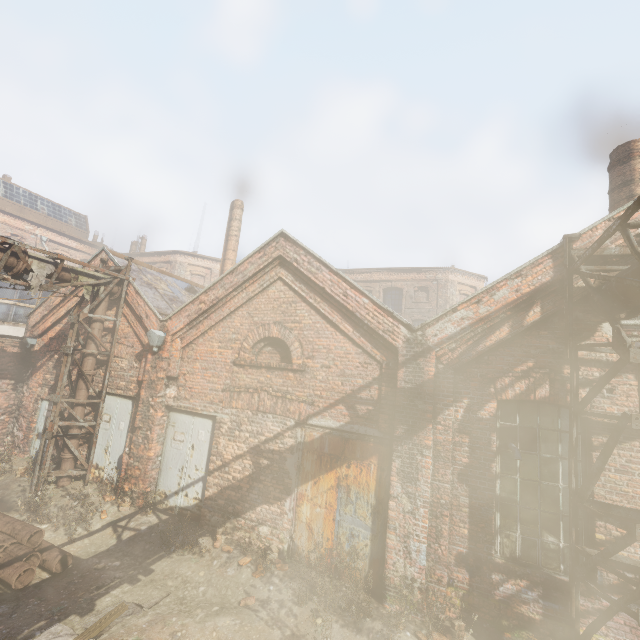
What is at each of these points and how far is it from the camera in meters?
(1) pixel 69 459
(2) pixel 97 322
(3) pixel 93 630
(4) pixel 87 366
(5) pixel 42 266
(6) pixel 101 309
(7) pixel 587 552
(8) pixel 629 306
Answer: (1) pipe, 9.1 m
(2) pipe, 9.6 m
(3) track, 4.8 m
(4) pipe, 9.4 m
(5) pipe, 8.2 m
(6) pipe, 9.7 m
(7) scaffolding, 4.7 m
(8) pipe, 4.9 m

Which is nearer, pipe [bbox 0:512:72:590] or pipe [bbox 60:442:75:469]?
pipe [bbox 0:512:72:590]

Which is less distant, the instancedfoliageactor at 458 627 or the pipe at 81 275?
the instancedfoliageactor at 458 627

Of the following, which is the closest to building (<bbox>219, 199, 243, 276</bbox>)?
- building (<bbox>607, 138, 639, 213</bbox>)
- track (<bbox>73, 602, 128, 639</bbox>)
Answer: building (<bbox>607, 138, 639, 213</bbox>)

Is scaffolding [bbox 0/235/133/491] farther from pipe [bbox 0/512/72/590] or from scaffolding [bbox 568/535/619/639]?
scaffolding [bbox 568/535/619/639]

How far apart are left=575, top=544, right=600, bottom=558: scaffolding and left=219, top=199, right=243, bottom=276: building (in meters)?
15.60

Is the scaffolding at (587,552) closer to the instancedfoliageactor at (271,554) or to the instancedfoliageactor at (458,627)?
the instancedfoliageactor at (458,627)

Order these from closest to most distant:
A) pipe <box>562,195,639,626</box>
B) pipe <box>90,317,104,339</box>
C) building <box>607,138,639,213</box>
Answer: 1. pipe <box>562,195,639,626</box>
2. building <box>607,138,639,213</box>
3. pipe <box>90,317,104,339</box>
